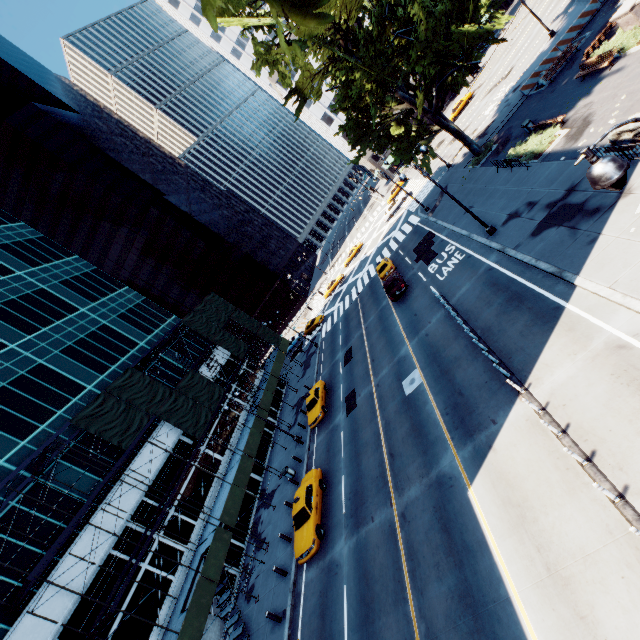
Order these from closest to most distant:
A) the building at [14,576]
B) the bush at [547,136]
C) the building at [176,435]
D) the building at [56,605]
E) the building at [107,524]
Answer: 1. the building at [56,605]
2. the building at [14,576]
3. the building at [107,524]
4. the bush at [547,136]
5. the building at [176,435]

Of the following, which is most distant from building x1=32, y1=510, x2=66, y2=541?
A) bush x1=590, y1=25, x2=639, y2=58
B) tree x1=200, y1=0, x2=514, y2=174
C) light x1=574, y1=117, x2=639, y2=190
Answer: bush x1=590, y1=25, x2=639, y2=58

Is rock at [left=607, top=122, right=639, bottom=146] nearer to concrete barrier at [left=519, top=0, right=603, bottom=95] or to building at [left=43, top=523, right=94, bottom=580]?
concrete barrier at [left=519, top=0, right=603, bottom=95]

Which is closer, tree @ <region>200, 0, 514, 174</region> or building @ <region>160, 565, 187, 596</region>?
tree @ <region>200, 0, 514, 174</region>

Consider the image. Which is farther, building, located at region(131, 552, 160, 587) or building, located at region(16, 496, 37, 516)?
building, located at region(131, 552, 160, 587)

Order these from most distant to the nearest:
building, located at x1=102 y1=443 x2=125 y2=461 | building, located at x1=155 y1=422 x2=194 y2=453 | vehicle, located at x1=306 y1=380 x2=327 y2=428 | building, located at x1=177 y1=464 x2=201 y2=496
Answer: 1. building, located at x1=155 y1=422 x2=194 y2=453
2. vehicle, located at x1=306 y1=380 x2=327 y2=428
3. building, located at x1=177 y1=464 x2=201 y2=496
4. building, located at x1=102 y1=443 x2=125 y2=461

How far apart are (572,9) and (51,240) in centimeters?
6317cm

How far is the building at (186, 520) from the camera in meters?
23.5
